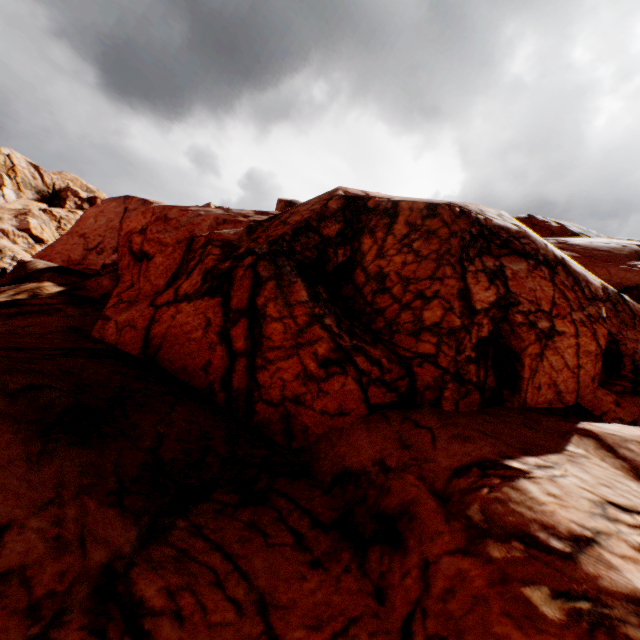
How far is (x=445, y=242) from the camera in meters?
8.6 m
